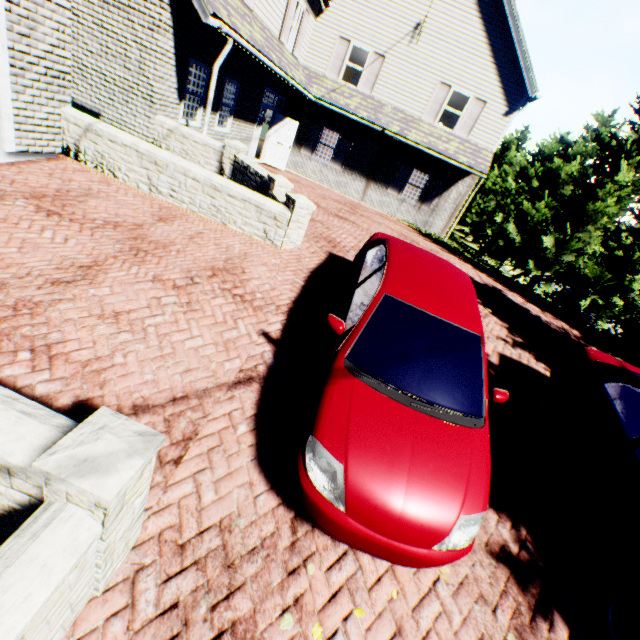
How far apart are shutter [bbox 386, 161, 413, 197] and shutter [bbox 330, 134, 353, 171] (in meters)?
2.51

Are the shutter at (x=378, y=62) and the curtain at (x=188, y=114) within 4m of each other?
no

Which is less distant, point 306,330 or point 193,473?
point 193,473

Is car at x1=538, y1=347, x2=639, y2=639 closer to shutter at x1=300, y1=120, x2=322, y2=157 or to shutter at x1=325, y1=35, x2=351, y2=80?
shutter at x1=300, y1=120, x2=322, y2=157

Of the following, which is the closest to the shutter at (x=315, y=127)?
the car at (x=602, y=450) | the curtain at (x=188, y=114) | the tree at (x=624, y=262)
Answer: the curtain at (x=188, y=114)

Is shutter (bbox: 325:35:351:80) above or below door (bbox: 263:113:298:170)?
above

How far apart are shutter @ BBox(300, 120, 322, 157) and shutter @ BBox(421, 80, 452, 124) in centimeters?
467cm

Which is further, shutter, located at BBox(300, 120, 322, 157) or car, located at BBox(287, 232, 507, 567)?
shutter, located at BBox(300, 120, 322, 157)
